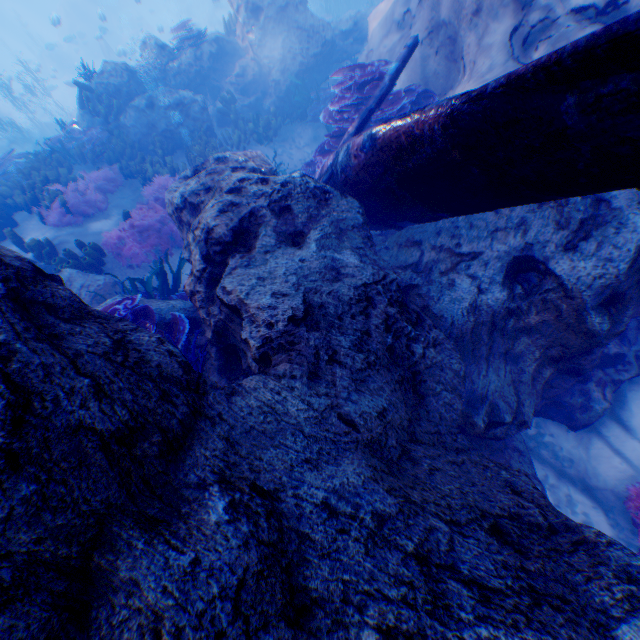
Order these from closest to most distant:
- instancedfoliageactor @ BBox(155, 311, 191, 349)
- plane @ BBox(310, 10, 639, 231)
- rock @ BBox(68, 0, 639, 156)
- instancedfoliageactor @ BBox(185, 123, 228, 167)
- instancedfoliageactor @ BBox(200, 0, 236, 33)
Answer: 1. plane @ BBox(310, 10, 639, 231)
2. instancedfoliageactor @ BBox(155, 311, 191, 349)
3. rock @ BBox(68, 0, 639, 156)
4. instancedfoliageactor @ BBox(185, 123, 228, 167)
5. instancedfoliageactor @ BBox(200, 0, 236, 33)

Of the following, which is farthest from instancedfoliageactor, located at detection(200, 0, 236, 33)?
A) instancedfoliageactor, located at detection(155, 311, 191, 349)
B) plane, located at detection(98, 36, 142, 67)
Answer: instancedfoliageactor, located at detection(155, 311, 191, 349)

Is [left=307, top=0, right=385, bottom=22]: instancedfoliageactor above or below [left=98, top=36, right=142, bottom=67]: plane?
below

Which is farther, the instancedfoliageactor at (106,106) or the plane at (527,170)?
the instancedfoliageactor at (106,106)

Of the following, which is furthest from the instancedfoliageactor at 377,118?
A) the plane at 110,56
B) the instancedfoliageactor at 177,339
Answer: the instancedfoliageactor at 177,339

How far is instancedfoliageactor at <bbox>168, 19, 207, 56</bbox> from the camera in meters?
11.1

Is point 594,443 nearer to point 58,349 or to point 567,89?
point 567,89
